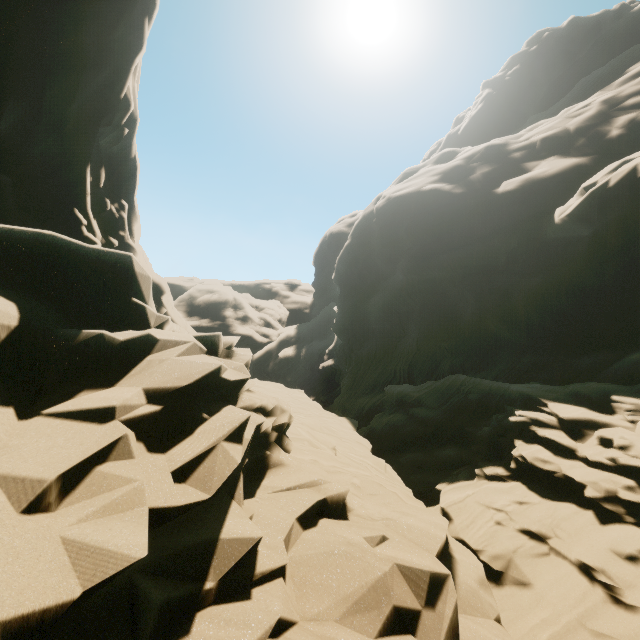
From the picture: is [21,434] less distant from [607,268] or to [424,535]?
[424,535]
